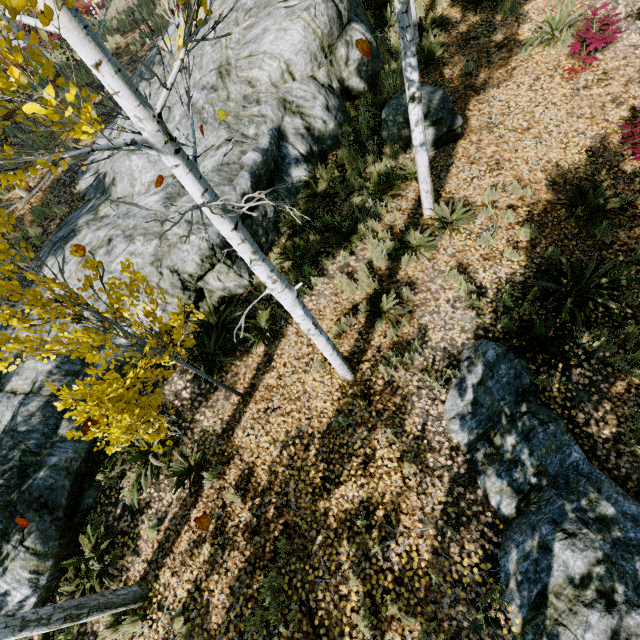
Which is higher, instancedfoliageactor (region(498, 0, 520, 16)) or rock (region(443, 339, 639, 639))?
instancedfoliageactor (region(498, 0, 520, 16))

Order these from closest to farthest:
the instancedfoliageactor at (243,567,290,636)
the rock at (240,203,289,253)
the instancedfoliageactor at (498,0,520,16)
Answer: the instancedfoliageactor at (243,567,290,636)
the rock at (240,203,289,253)
the instancedfoliageactor at (498,0,520,16)

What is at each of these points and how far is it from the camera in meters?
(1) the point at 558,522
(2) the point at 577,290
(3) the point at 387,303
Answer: (1) rock, 4.0
(2) instancedfoliageactor, 5.3
(3) instancedfoliageactor, 6.0

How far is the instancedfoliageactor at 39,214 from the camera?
8.95m

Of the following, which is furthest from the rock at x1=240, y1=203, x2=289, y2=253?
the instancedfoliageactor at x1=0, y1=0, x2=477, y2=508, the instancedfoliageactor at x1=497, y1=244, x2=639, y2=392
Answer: the instancedfoliageactor at x1=497, y1=244, x2=639, y2=392

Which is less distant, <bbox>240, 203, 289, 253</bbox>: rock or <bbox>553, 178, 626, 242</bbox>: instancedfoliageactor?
<bbox>553, 178, 626, 242</bbox>: instancedfoliageactor

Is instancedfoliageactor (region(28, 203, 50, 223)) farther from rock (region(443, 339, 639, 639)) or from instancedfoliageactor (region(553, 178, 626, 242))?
instancedfoliageactor (region(553, 178, 626, 242))

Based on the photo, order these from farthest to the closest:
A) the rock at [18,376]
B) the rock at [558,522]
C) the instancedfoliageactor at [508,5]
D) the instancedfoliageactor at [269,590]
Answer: the instancedfoliageactor at [508,5] → the rock at [18,376] → the instancedfoliageactor at [269,590] → the rock at [558,522]
